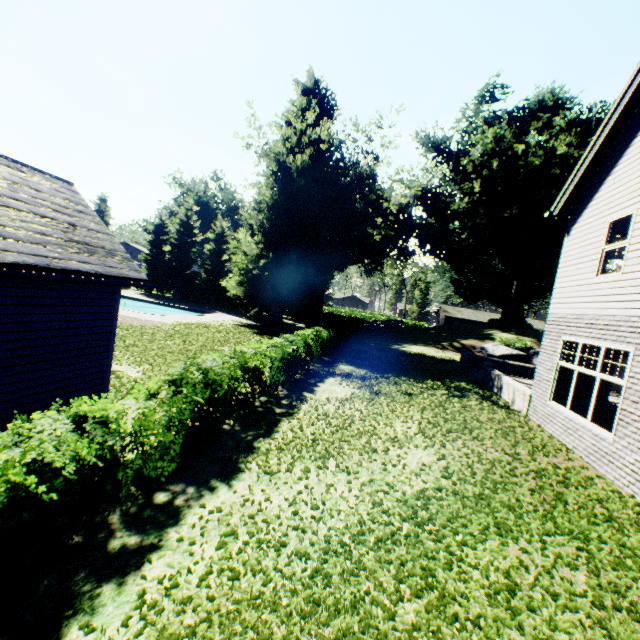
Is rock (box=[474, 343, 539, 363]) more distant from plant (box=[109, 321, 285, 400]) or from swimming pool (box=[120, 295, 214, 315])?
swimming pool (box=[120, 295, 214, 315])

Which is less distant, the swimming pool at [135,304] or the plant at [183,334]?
the plant at [183,334]

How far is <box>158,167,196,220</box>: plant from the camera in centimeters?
5759cm

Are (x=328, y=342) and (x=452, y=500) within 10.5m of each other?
no

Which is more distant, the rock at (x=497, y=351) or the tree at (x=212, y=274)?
the tree at (x=212, y=274)

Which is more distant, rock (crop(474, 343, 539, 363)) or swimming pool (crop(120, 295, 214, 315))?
swimming pool (crop(120, 295, 214, 315))

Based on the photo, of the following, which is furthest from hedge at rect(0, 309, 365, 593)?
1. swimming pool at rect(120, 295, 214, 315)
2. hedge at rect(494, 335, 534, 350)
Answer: hedge at rect(494, 335, 534, 350)

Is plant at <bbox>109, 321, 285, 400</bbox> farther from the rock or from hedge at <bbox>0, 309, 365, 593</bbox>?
hedge at <bbox>0, 309, 365, 593</bbox>
